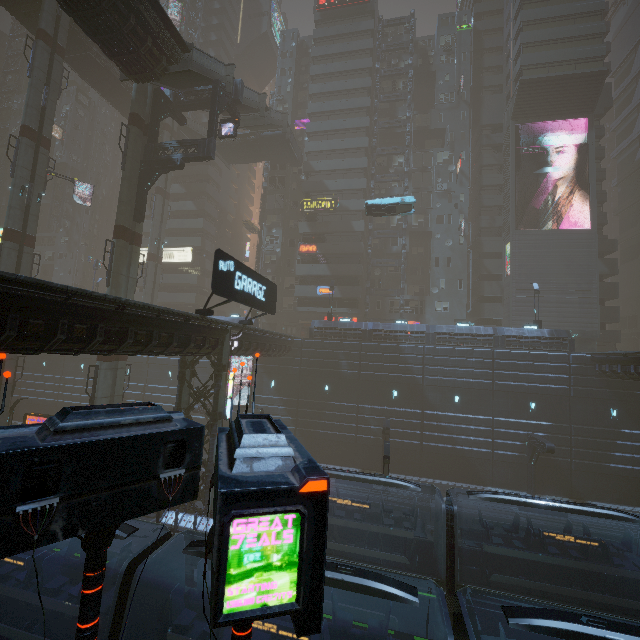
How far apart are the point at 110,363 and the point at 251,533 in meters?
24.9

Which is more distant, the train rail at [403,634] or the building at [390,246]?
the building at [390,246]

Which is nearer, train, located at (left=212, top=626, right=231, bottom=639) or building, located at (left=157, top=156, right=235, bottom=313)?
train, located at (left=212, top=626, right=231, bottom=639)

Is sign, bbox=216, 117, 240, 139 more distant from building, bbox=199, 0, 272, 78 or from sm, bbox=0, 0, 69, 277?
sm, bbox=0, 0, 69, 277

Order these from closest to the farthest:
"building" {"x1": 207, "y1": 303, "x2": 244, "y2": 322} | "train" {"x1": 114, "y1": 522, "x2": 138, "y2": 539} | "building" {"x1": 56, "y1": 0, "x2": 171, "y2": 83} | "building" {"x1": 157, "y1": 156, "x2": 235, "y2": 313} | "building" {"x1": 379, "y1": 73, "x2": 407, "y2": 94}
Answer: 1. "train" {"x1": 114, "y1": 522, "x2": 138, "y2": 539}
2. "building" {"x1": 56, "y1": 0, "x2": 171, "y2": 83}
3. "building" {"x1": 207, "y1": 303, "x2": 244, "y2": 322}
4. "building" {"x1": 379, "y1": 73, "x2": 407, "y2": 94}
5. "building" {"x1": 157, "y1": 156, "x2": 235, "y2": 313}

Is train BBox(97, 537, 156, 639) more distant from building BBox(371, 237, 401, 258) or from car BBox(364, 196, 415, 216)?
car BBox(364, 196, 415, 216)

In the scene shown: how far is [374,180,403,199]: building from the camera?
45.38m

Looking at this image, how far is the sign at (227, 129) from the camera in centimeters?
2462cm
